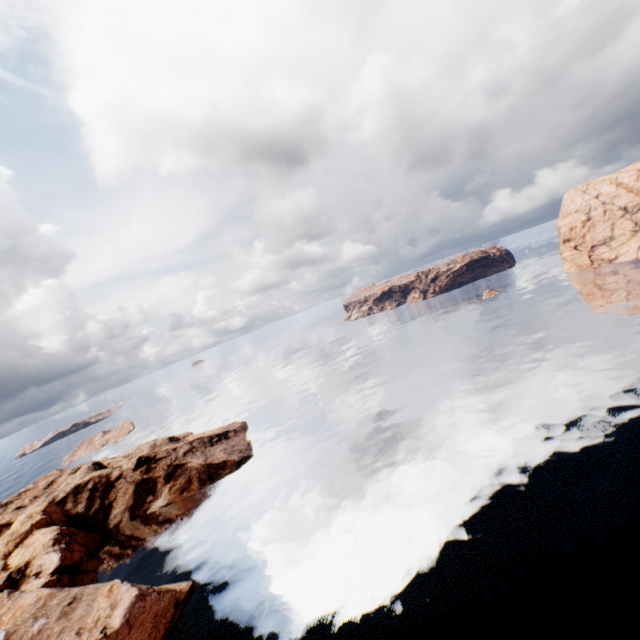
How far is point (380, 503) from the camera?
40.81m
